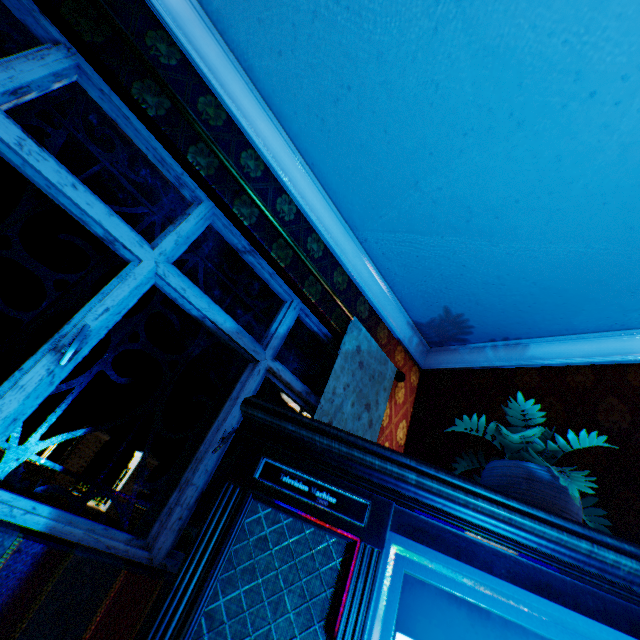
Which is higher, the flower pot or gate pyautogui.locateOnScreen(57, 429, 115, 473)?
the flower pot

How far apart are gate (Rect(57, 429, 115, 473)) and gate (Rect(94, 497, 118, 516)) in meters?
1.5 m

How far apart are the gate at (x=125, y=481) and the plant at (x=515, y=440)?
15.8 meters

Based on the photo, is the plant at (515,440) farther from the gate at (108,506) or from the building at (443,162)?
the gate at (108,506)

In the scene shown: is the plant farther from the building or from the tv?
the building

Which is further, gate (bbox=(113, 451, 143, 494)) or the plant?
gate (bbox=(113, 451, 143, 494))

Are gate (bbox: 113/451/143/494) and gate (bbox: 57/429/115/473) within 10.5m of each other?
yes

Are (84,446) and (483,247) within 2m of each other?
no
